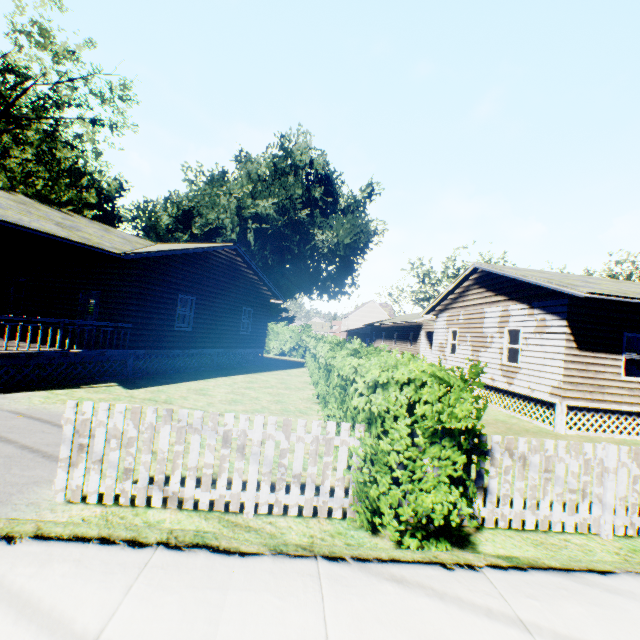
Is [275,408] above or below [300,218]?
below

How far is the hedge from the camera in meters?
3.6

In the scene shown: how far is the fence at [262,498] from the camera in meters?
4.0

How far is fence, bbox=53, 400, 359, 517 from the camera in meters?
4.0

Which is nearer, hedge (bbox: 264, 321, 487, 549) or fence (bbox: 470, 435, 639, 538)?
hedge (bbox: 264, 321, 487, 549)

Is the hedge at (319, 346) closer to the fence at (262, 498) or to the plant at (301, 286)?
the fence at (262, 498)

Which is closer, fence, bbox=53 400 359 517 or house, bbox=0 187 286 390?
fence, bbox=53 400 359 517

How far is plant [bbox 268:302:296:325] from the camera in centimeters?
4394cm
